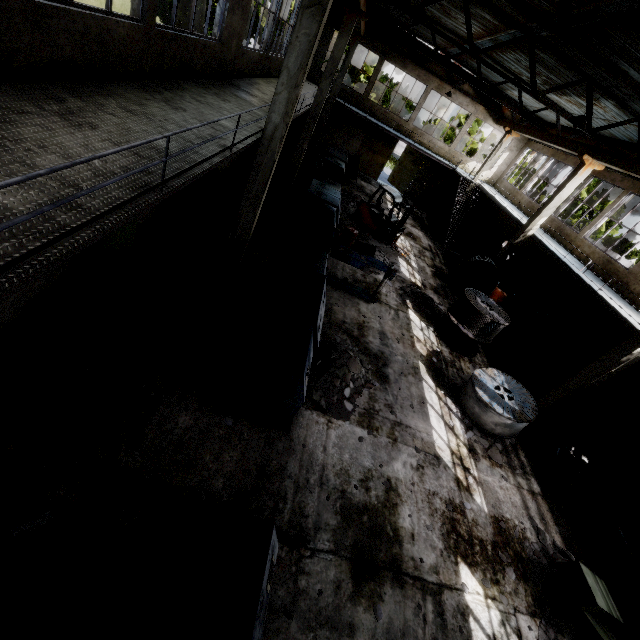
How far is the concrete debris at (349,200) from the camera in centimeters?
2028cm

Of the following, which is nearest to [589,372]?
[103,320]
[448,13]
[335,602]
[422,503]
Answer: [422,503]

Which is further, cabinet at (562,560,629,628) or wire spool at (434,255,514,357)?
wire spool at (434,255,514,357)

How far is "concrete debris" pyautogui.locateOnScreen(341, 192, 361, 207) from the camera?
20.3m

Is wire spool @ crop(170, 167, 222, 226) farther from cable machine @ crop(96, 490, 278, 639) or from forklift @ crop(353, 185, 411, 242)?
forklift @ crop(353, 185, 411, 242)

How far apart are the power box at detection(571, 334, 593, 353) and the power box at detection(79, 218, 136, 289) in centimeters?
1805cm

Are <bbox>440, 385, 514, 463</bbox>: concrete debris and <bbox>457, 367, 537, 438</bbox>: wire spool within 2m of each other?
yes

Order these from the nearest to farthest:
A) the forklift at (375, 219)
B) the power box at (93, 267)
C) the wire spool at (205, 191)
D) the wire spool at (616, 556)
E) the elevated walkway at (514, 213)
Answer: the power box at (93, 267) < the wire spool at (616, 556) < the wire spool at (205, 191) < the forklift at (375, 219) < the elevated walkway at (514, 213)
